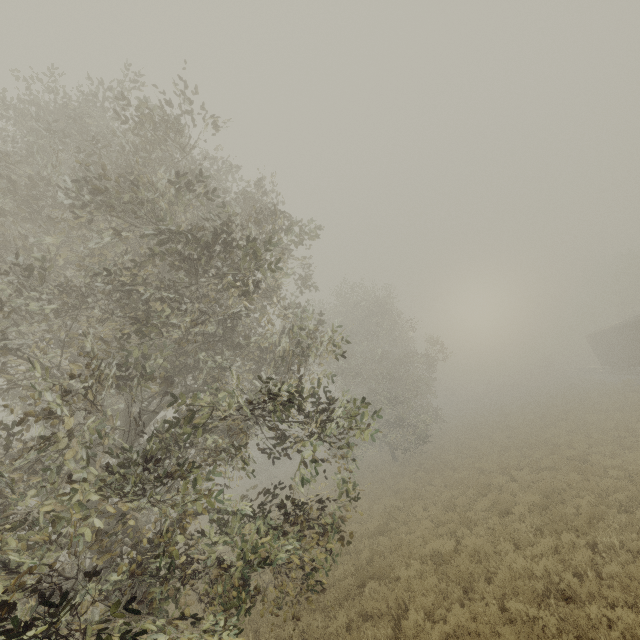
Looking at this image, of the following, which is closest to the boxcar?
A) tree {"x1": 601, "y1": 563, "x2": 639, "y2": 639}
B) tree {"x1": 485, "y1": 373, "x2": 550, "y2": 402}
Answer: tree {"x1": 485, "y1": 373, "x2": 550, "y2": 402}

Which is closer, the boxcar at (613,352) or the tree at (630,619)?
the tree at (630,619)

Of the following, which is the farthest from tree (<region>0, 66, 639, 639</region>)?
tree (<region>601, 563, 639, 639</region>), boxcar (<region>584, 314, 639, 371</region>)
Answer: boxcar (<region>584, 314, 639, 371</region>)

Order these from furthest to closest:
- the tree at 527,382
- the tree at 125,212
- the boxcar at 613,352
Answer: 1. the tree at 527,382
2. the boxcar at 613,352
3. the tree at 125,212

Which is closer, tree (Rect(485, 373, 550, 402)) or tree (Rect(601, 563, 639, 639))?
tree (Rect(601, 563, 639, 639))

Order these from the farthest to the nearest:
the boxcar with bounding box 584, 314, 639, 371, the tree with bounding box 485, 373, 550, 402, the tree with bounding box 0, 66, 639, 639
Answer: the tree with bounding box 485, 373, 550, 402 < the boxcar with bounding box 584, 314, 639, 371 < the tree with bounding box 0, 66, 639, 639

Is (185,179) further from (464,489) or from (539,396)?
(539,396)
